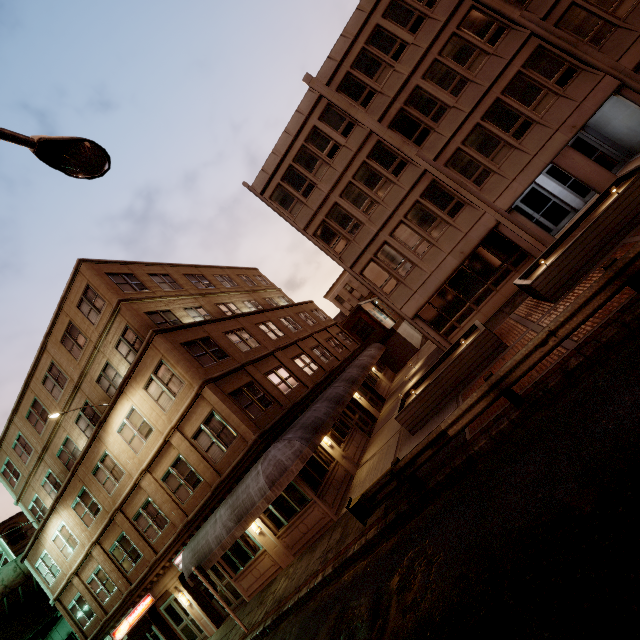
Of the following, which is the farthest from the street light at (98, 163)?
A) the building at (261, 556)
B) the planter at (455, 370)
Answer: the planter at (455, 370)

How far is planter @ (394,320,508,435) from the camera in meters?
11.6

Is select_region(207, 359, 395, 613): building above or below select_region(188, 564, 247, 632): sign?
below

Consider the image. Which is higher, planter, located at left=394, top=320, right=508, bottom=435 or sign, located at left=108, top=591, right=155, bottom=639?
sign, located at left=108, top=591, right=155, bottom=639

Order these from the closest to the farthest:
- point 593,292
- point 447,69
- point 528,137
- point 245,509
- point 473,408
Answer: point 593,292 < point 473,408 < point 245,509 < point 528,137 < point 447,69

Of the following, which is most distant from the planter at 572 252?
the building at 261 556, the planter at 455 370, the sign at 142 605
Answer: the sign at 142 605

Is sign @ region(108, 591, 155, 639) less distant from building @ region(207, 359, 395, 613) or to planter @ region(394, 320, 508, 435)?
building @ region(207, 359, 395, 613)

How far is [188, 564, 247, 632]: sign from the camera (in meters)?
12.27
